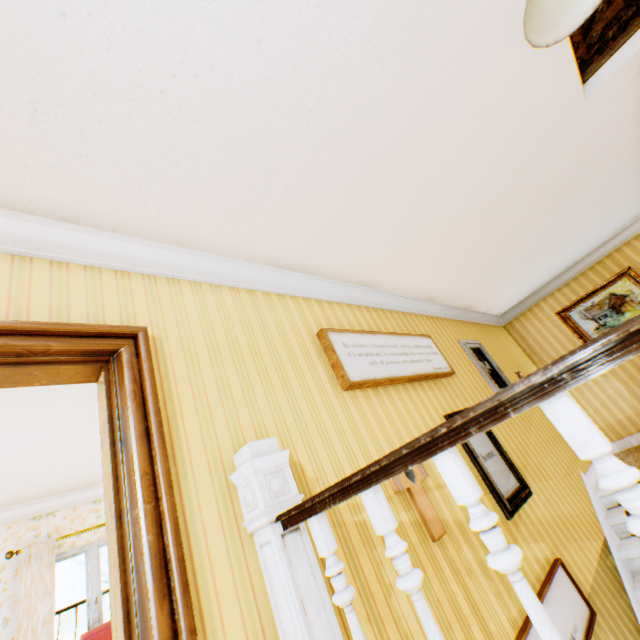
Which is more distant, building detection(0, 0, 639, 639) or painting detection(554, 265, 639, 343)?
painting detection(554, 265, 639, 343)

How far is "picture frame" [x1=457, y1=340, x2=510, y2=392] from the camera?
4.66m

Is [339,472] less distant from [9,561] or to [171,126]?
[171,126]

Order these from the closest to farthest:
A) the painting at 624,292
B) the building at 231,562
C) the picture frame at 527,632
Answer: the building at 231,562, the picture frame at 527,632, the painting at 624,292

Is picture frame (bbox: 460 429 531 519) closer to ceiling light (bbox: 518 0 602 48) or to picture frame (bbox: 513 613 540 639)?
picture frame (bbox: 513 613 540 639)

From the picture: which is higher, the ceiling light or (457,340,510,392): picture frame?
the ceiling light

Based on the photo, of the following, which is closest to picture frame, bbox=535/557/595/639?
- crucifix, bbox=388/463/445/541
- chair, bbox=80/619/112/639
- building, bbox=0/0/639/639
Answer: building, bbox=0/0/639/639

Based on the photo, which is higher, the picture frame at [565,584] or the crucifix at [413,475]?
the crucifix at [413,475]
